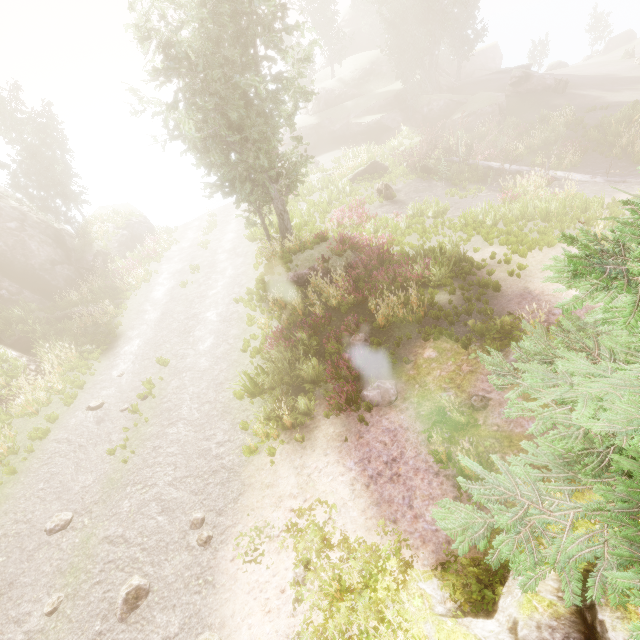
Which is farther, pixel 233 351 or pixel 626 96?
pixel 626 96

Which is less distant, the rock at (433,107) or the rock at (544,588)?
the rock at (544,588)

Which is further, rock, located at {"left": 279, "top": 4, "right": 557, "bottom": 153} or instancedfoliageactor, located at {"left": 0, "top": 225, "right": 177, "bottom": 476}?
rock, located at {"left": 279, "top": 4, "right": 557, "bottom": 153}

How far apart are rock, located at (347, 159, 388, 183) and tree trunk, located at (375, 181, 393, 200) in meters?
3.5

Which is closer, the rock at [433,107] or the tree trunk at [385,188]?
the tree trunk at [385,188]

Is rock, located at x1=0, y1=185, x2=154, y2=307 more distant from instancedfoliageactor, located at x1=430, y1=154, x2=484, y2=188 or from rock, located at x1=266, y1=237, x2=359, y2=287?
rock, located at x1=266, y1=237, x2=359, y2=287

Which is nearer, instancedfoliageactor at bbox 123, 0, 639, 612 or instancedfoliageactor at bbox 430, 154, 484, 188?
instancedfoliageactor at bbox 123, 0, 639, 612

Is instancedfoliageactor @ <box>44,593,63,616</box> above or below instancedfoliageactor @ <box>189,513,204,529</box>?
above
